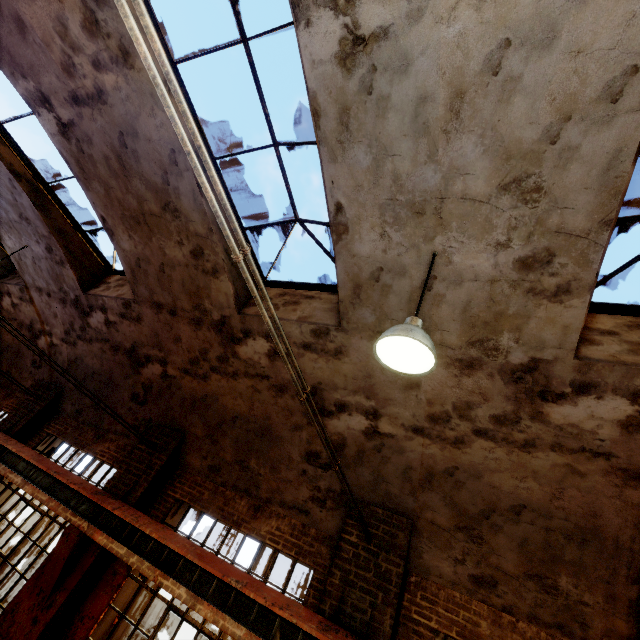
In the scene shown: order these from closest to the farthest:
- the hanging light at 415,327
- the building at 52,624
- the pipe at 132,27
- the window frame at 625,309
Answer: the pipe at 132,27
the hanging light at 415,327
the window frame at 625,309
the building at 52,624

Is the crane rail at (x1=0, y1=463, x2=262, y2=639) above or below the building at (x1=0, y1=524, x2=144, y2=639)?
above

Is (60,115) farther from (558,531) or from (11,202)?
(558,531)

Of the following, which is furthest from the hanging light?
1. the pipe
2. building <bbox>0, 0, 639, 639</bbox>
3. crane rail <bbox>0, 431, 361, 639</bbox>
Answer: crane rail <bbox>0, 431, 361, 639</bbox>

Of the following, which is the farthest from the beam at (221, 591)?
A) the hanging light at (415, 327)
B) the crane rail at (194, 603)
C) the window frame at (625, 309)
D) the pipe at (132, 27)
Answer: the window frame at (625, 309)

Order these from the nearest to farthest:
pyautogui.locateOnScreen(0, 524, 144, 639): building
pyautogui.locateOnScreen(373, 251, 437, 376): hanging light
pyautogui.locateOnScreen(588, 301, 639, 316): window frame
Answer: pyautogui.locateOnScreen(373, 251, 437, 376): hanging light
pyautogui.locateOnScreen(588, 301, 639, 316): window frame
pyautogui.locateOnScreen(0, 524, 144, 639): building

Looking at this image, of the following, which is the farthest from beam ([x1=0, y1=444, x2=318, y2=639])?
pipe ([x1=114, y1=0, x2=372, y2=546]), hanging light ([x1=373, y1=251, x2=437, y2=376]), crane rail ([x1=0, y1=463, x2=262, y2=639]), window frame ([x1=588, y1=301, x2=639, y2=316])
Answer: window frame ([x1=588, y1=301, x2=639, y2=316])

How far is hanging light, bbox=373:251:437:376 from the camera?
2.7 meters
